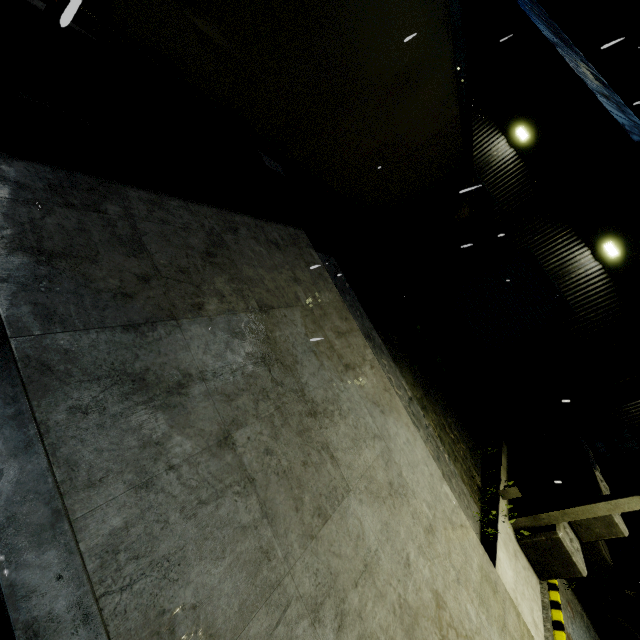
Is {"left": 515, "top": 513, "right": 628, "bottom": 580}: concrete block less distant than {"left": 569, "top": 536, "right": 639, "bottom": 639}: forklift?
Yes

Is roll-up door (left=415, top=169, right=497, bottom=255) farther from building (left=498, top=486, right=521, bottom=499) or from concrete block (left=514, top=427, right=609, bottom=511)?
concrete block (left=514, top=427, right=609, bottom=511)

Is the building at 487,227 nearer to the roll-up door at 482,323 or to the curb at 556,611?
the roll-up door at 482,323

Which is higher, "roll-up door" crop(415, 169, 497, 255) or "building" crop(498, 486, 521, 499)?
"roll-up door" crop(415, 169, 497, 255)

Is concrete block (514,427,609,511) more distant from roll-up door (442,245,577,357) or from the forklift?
roll-up door (442,245,577,357)

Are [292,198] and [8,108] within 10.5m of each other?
yes

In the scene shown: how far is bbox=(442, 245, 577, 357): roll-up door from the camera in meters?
11.8

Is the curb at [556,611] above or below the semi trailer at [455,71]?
below
